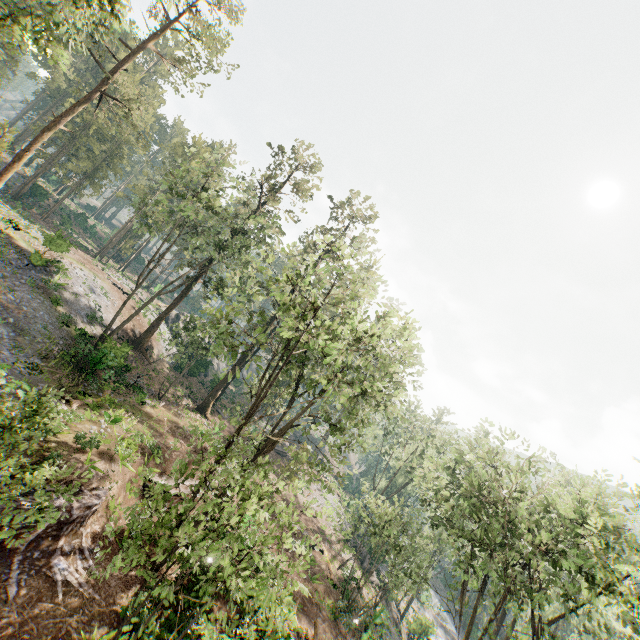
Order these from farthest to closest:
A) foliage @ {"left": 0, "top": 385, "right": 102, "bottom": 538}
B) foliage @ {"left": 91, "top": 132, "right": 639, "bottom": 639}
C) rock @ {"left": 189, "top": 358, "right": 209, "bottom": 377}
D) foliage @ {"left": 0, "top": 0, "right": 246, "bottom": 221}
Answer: rock @ {"left": 189, "top": 358, "right": 209, "bottom": 377}, foliage @ {"left": 0, "top": 0, "right": 246, "bottom": 221}, foliage @ {"left": 91, "top": 132, "right": 639, "bottom": 639}, foliage @ {"left": 0, "top": 385, "right": 102, "bottom": 538}

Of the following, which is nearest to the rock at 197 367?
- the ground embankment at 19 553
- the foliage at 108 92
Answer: the foliage at 108 92

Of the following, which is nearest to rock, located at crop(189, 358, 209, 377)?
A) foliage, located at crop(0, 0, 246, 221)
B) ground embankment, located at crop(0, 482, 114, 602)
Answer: foliage, located at crop(0, 0, 246, 221)

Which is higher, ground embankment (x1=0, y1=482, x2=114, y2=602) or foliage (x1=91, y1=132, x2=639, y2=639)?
foliage (x1=91, y1=132, x2=639, y2=639)

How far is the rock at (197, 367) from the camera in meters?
41.9

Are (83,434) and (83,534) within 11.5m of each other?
yes

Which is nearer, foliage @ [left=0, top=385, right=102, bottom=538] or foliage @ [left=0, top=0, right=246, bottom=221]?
foliage @ [left=0, top=385, right=102, bottom=538]
